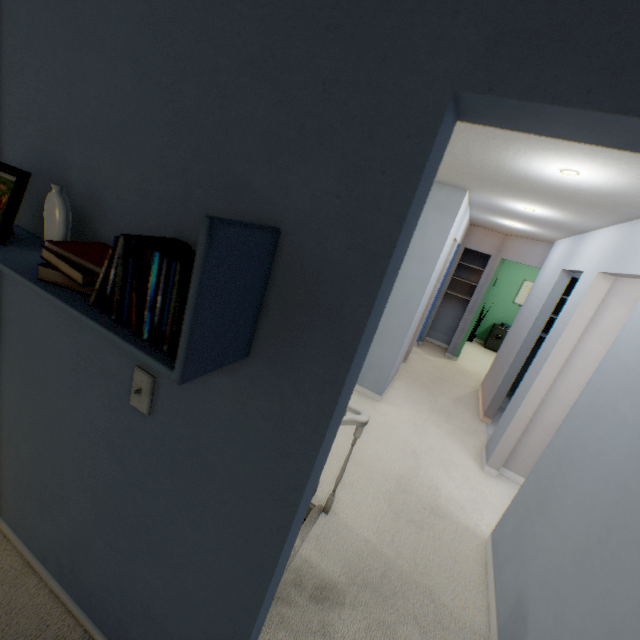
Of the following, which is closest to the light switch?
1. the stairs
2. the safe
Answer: the stairs

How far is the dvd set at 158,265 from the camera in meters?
0.6

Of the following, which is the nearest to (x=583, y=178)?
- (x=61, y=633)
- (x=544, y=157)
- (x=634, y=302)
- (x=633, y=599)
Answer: (x=544, y=157)

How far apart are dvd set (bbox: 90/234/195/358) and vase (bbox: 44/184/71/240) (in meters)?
0.29

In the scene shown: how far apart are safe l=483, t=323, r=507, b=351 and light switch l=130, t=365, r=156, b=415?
8.47m

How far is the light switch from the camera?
0.90m

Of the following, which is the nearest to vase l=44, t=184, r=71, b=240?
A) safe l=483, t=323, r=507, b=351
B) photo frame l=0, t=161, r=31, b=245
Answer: photo frame l=0, t=161, r=31, b=245

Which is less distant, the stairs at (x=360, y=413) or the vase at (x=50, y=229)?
the vase at (x=50, y=229)
